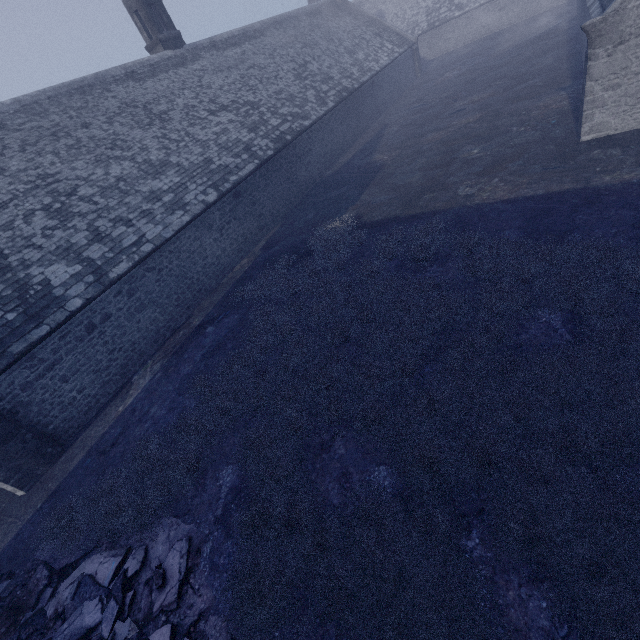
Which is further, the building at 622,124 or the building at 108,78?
the building at 108,78

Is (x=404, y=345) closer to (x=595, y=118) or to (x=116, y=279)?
(x=116, y=279)

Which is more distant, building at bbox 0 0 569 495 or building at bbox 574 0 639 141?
building at bbox 0 0 569 495
